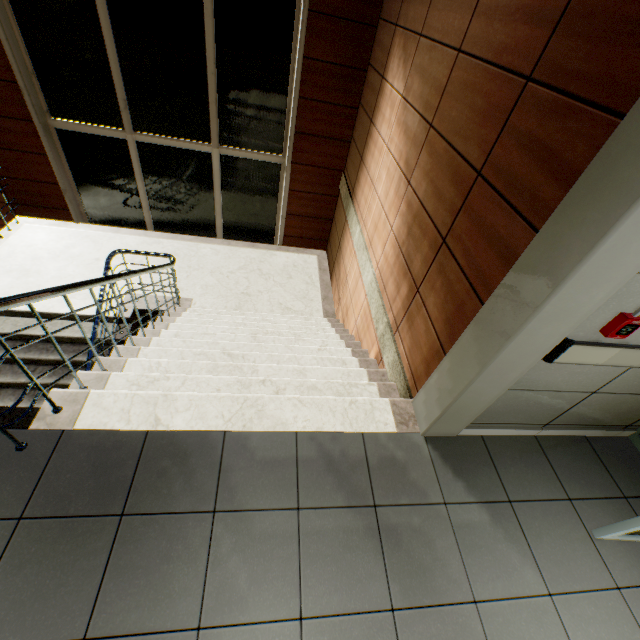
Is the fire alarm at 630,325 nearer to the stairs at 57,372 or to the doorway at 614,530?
the doorway at 614,530

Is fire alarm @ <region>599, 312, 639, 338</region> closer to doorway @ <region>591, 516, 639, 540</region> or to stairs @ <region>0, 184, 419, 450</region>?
doorway @ <region>591, 516, 639, 540</region>

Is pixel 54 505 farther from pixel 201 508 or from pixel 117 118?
pixel 117 118

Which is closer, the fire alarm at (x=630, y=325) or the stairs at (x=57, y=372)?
the fire alarm at (x=630, y=325)

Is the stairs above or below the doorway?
below

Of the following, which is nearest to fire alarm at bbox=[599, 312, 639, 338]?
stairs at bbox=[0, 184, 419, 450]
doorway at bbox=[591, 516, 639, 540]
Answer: doorway at bbox=[591, 516, 639, 540]
